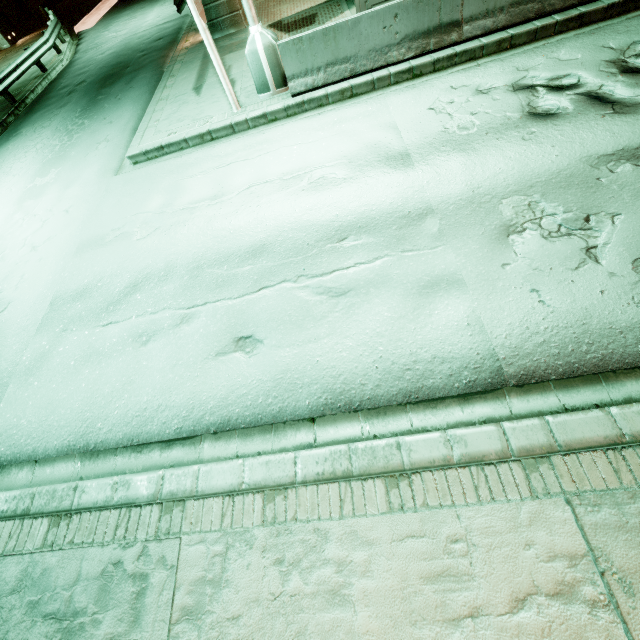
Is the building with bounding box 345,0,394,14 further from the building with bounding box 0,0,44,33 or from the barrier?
the building with bounding box 0,0,44,33

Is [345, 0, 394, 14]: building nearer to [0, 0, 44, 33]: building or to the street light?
the street light

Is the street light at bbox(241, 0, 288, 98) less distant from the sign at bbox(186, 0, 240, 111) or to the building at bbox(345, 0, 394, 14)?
the sign at bbox(186, 0, 240, 111)

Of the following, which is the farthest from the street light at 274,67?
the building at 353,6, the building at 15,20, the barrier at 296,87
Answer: the building at 15,20

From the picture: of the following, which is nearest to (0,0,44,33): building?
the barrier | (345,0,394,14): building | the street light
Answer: (345,0,394,14): building

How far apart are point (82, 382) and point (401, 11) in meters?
9.4 m

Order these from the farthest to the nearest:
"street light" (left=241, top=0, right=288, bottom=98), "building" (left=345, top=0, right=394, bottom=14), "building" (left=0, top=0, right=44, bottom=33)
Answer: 1. "building" (left=0, top=0, right=44, bottom=33)
2. "building" (left=345, top=0, right=394, bottom=14)
3. "street light" (left=241, top=0, right=288, bottom=98)

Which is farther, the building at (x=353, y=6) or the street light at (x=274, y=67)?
the building at (x=353, y=6)
